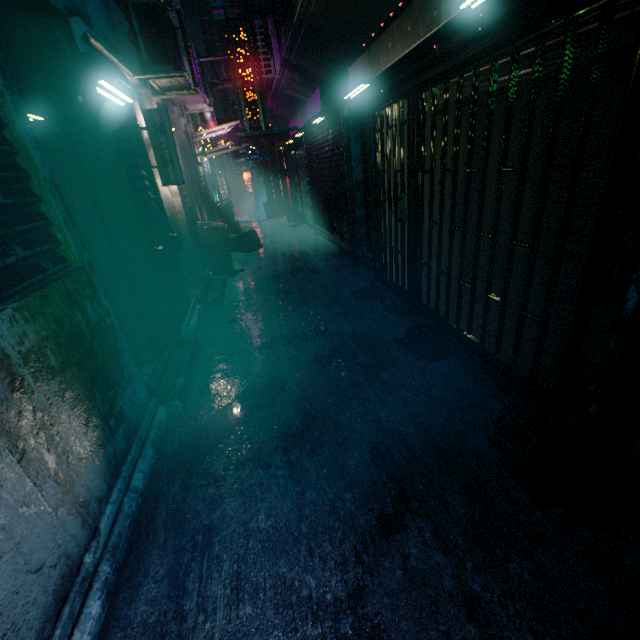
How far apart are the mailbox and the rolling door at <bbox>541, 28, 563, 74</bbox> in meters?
2.9 m

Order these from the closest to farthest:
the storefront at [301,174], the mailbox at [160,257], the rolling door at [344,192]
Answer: the mailbox at [160,257] < the rolling door at [344,192] < the storefront at [301,174]

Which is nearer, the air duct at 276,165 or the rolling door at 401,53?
the rolling door at 401,53

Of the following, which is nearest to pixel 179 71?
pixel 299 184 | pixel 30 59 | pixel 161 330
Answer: pixel 30 59

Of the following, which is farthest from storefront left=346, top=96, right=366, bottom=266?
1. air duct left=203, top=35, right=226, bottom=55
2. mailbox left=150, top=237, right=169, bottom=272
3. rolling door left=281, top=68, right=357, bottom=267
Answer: air duct left=203, top=35, right=226, bottom=55

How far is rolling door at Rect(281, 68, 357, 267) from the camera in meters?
4.8 m

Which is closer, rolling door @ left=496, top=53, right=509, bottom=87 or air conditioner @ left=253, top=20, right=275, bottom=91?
rolling door @ left=496, top=53, right=509, bottom=87
